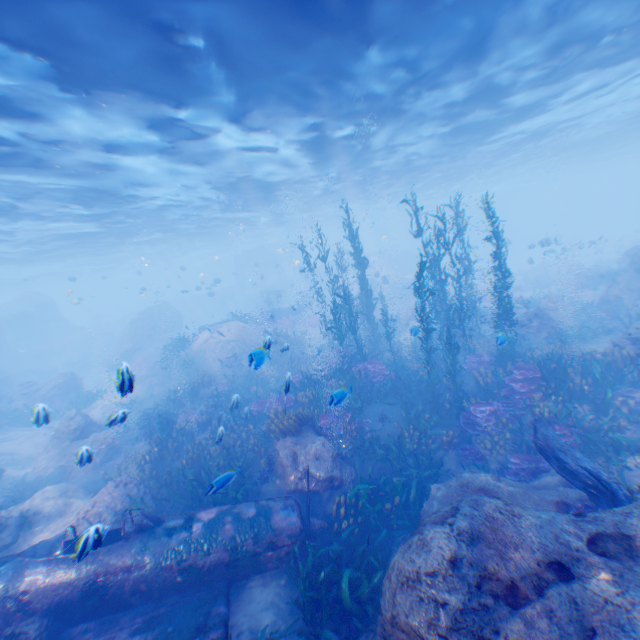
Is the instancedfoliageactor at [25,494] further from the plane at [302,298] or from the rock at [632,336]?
the plane at [302,298]

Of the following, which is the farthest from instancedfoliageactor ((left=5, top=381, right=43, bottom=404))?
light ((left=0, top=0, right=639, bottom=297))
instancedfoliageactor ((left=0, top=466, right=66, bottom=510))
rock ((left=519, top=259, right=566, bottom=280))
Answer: rock ((left=519, top=259, right=566, bottom=280))

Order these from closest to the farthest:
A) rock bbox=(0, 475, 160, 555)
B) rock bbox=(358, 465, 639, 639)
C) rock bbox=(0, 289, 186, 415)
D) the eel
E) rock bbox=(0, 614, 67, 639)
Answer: rock bbox=(358, 465, 639, 639) < rock bbox=(0, 614, 67, 639) < the eel < rock bbox=(0, 475, 160, 555) < rock bbox=(0, 289, 186, 415)

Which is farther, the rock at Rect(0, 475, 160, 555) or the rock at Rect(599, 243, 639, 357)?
the rock at Rect(599, 243, 639, 357)

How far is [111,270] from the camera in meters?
53.8

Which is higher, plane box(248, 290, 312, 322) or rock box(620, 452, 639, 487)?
plane box(248, 290, 312, 322)

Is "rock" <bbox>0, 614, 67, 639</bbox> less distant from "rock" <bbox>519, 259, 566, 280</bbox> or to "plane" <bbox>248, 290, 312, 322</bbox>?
"plane" <bbox>248, 290, 312, 322</bbox>

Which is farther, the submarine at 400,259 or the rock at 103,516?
the submarine at 400,259
